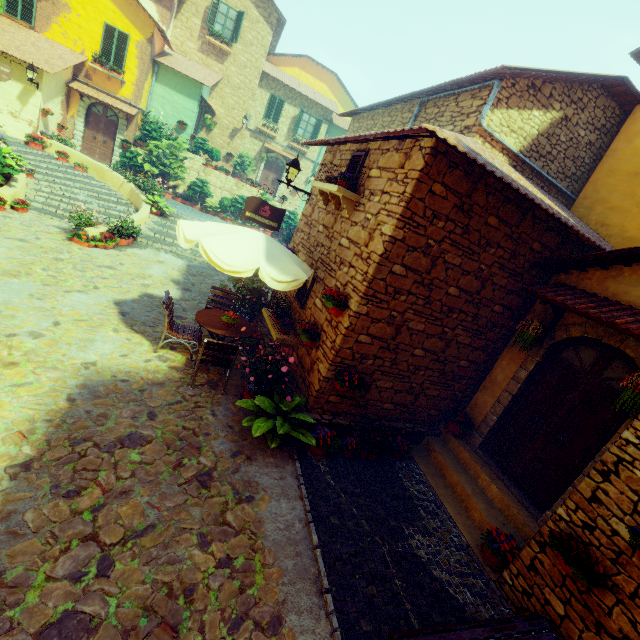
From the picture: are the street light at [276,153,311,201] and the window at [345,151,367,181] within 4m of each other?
yes

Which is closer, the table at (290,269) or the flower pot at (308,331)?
the table at (290,269)

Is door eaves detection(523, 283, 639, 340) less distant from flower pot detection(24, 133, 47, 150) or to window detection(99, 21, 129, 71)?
flower pot detection(24, 133, 47, 150)

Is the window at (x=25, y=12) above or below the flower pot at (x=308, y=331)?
above

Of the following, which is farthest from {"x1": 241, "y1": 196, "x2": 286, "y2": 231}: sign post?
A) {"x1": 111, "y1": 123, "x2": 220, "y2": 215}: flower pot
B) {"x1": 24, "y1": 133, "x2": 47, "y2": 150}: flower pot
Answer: {"x1": 24, "y1": 133, "x2": 47, "y2": 150}: flower pot

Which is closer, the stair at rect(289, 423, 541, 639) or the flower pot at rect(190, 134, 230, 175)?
the stair at rect(289, 423, 541, 639)

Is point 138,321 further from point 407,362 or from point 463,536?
point 463,536

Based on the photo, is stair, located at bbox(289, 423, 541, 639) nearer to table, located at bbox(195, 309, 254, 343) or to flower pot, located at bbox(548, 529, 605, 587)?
flower pot, located at bbox(548, 529, 605, 587)
